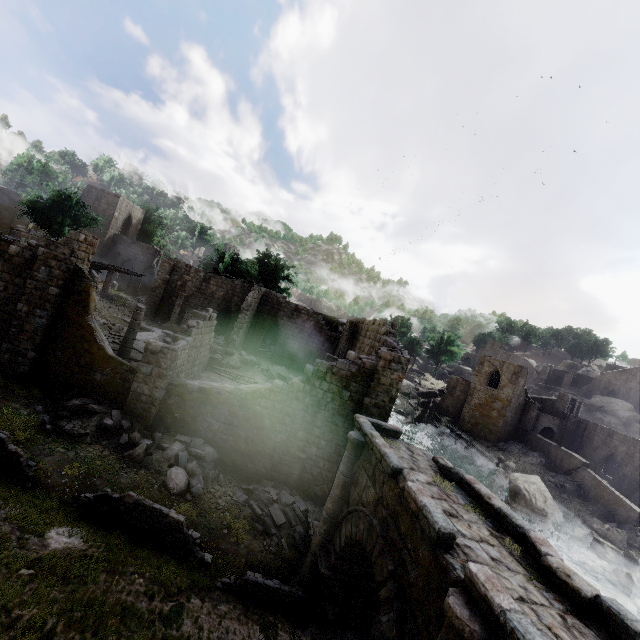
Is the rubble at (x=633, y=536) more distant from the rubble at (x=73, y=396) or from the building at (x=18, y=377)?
the rubble at (x=73, y=396)

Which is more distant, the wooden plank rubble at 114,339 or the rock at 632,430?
the rock at 632,430

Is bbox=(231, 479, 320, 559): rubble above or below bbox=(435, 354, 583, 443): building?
below

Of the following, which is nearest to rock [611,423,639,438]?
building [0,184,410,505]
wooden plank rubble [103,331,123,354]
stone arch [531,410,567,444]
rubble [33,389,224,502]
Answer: building [0,184,410,505]

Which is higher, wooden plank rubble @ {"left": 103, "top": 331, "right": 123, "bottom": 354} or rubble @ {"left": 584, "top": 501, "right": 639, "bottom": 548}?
wooden plank rubble @ {"left": 103, "top": 331, "right": 123, "bottom": 354}

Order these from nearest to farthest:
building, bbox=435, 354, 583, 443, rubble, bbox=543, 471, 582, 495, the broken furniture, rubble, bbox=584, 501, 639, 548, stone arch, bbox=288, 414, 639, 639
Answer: stone arch, bbox=288, 414, 639, 639 → the broken furniture → rubble, bbox=584, 501, 639, 548 → rubble, bbox=543, 471, 582, 495 → building, bbox=435, 354, 583, 443

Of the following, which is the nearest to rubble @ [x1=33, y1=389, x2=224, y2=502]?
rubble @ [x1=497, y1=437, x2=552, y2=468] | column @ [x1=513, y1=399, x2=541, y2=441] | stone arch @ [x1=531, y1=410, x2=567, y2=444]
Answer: rubble @ [x1=497, y1=437, x2=552, y2=468]

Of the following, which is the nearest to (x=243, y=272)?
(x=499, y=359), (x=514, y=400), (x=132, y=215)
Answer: (x=132, y=215)
